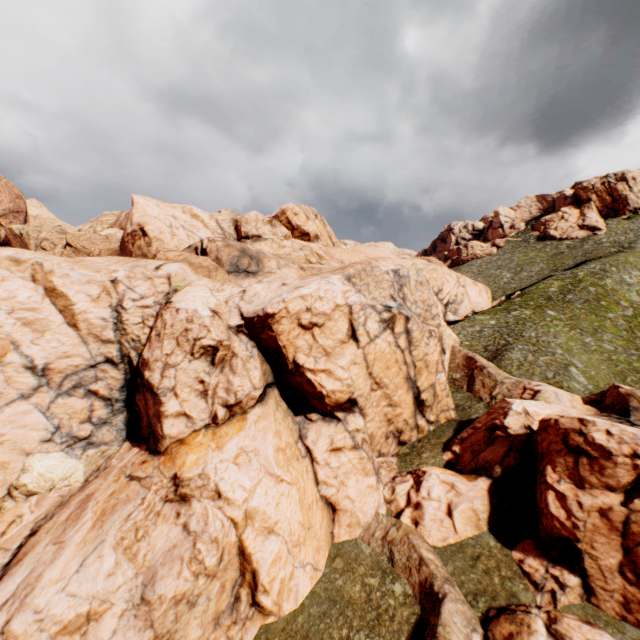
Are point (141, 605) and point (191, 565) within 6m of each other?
yes
